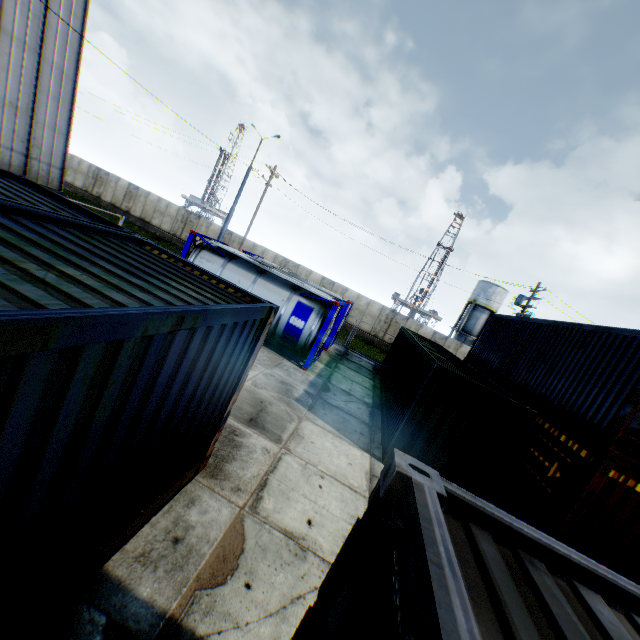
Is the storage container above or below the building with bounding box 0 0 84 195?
below

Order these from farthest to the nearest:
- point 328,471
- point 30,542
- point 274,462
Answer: point 328,471 < point 274,462 < point 30,542

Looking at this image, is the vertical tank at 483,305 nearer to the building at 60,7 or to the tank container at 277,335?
the tank container at 277,335

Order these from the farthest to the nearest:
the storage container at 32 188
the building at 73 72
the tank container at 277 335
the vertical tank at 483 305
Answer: the vertical tank at 483 305, the tank container at 277 335, the building at 73 72, the storage container at 32 188

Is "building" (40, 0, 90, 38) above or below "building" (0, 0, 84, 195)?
above

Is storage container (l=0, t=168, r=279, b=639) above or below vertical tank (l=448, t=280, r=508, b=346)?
below

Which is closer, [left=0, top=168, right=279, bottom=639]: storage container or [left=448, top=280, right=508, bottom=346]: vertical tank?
[left=0, top=168, right=279, bottom=639]: storage container

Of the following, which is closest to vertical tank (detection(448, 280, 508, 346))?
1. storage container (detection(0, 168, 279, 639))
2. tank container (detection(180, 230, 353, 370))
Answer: tank container (detection(180, 230, 353, 370))
